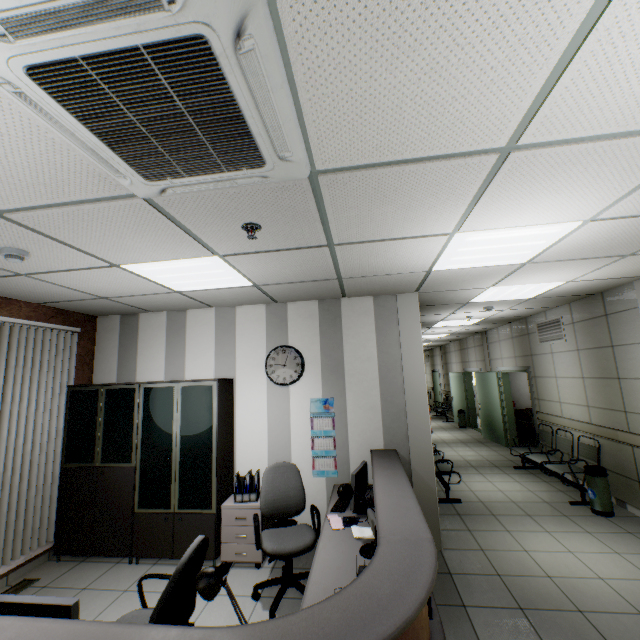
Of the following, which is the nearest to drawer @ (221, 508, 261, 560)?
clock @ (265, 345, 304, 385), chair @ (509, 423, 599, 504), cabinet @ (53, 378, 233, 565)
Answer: cabinet @ (53, 378, 233, 565)

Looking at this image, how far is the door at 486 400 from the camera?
8.7m

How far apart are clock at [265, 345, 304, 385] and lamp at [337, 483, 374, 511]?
1.8m

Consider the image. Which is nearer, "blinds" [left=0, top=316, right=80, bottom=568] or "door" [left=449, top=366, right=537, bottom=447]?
"blinds" [left=0, top=316, right=80, bottom=568]

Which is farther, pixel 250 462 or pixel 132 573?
pixel 250 462

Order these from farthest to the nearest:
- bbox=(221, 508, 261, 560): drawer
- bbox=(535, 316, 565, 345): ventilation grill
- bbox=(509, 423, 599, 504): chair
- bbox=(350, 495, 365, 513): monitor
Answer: bbox=(535, 316, 565, 345): ventilation grill
bbox=(509, 423, 599, 504): chair
bbox=(221, 508, 261, 560): drawer
bbox=(350, 495, 365, 513): monitor

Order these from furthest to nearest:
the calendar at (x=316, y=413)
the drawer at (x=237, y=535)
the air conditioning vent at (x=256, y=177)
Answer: the calendar at (x=316, y=413) → the drawer at (x=237, y=535) → the air conditioning vent at (x=256, y=177)

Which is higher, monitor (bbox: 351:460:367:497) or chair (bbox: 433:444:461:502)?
monitor (bbox: 351:460:367:497)
